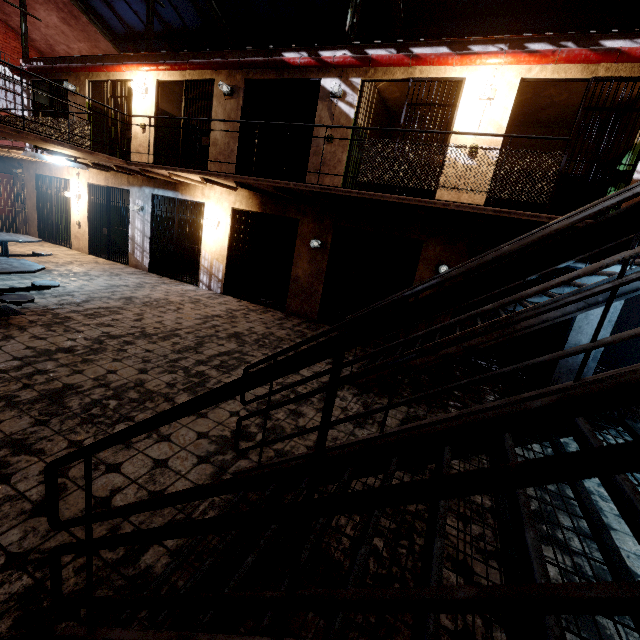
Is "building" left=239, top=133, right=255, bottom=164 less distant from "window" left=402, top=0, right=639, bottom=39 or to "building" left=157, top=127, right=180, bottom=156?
"building" left=157, top=127, right=180, bottom=156

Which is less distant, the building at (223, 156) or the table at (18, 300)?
the table at (18, 300)

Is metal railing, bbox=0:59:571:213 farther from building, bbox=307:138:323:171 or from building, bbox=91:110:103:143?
building, bbox=91:110:103:143

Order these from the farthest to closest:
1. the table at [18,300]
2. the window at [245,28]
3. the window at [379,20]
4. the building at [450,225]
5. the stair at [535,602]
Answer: the window at [245,28], the window at [379,20], the building at [450,225], the table at [18,300], the stair at [535,602]

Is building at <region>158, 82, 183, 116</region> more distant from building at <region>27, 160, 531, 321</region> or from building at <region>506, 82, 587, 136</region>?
building at <region>27, 160, 531, 321</region>

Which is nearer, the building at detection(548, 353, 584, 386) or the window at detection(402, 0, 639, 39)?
the building at detection(548, 353, 584, 386)

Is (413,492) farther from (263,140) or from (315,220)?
(263,140)

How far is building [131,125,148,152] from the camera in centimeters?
931cm
